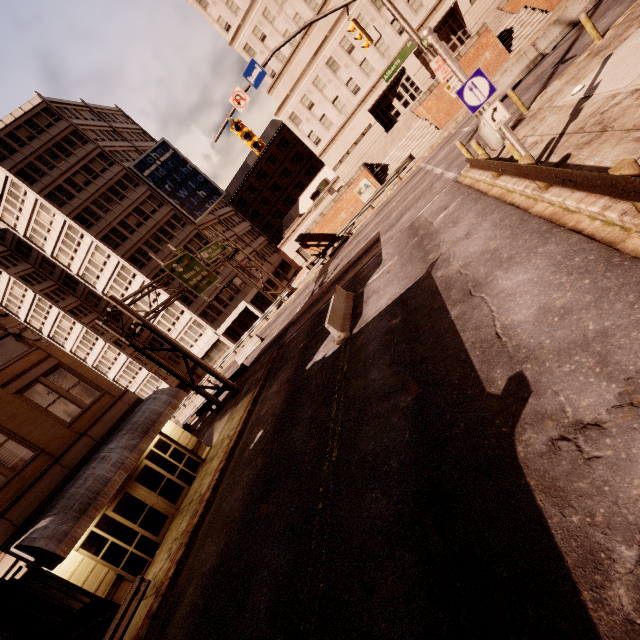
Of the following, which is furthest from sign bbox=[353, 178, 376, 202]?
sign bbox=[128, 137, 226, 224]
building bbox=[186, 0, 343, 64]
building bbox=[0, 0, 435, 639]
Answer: sign bbox=[128, 137, 226, 224]

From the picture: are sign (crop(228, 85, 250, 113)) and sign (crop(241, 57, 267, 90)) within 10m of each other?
yes

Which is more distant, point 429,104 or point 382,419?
point 429,104

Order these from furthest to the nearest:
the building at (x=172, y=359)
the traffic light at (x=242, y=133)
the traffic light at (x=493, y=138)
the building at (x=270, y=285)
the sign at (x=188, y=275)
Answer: the building at (x=172, y=359)
the building at (x=270, y=285)
the sign at (x=188, y=275)
the traffic light at (x=242, y=133)
the traffic light at (x=493, y=138)

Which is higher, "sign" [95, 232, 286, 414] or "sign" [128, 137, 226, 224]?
"sign" [128, 137, 226, 224]

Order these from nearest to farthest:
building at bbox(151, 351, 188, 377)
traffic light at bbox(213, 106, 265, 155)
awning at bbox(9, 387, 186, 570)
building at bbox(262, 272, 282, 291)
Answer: awning at bbox(9, 387, 186, 570), traffic light at bbox(213, 106, 265, 155), building at bbox(262, 272, 282, 291), building at bbox(151, 351, 188, 377)

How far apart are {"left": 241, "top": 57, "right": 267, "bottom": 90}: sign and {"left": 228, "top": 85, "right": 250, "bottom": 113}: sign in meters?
0.3 m

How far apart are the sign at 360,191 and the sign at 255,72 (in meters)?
20.58
